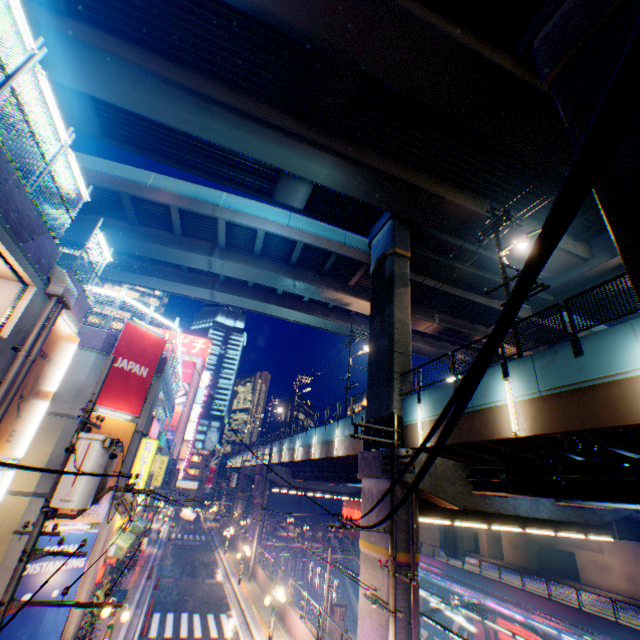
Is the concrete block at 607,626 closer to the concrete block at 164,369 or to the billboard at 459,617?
the billboard at 459,617

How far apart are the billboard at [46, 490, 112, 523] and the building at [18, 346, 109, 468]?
0.1m

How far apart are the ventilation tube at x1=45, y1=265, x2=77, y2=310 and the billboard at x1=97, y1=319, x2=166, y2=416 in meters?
5.6 m

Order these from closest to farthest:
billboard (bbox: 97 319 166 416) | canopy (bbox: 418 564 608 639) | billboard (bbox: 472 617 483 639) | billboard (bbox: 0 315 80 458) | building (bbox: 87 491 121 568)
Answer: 1. billboard (bbox: 0 315 80 458)
2. building (bbox: 87 491 121 568)
3. billboard (bbox: 97 319 166 416)
4. canopy (bbox: 418 564 608 639)
5. billboard (bbox: 472 617 483 639)

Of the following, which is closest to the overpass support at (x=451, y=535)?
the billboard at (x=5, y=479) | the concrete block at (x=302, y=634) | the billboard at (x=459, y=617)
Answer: the concrete block at (x=302, y=634)

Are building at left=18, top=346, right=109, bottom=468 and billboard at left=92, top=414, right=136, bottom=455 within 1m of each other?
yes

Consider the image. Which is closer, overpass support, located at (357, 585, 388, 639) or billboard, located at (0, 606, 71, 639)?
billboard, located at (0, 606, 71, 639)

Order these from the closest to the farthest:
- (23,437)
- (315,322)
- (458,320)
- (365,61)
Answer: (23,437) < (365,61) < (458,320) < (315,322)
